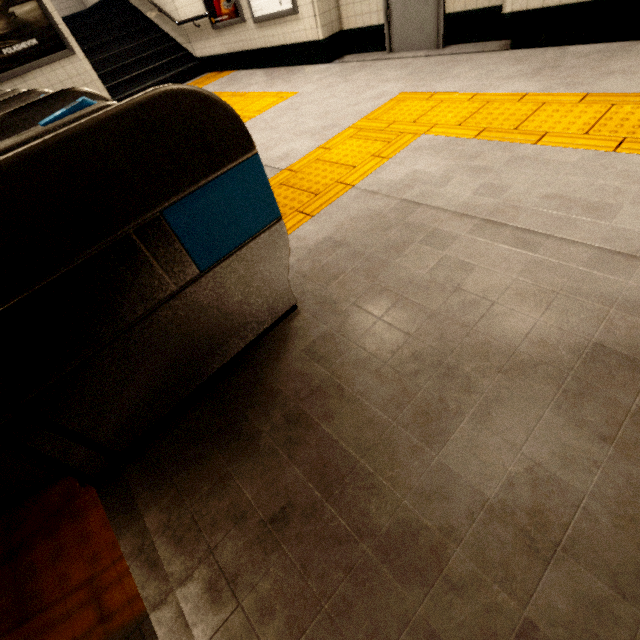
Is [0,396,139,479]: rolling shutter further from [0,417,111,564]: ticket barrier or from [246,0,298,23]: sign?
[246,0,298,23]: sign

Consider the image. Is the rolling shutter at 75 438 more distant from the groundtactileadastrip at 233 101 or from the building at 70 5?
the building at 70 5

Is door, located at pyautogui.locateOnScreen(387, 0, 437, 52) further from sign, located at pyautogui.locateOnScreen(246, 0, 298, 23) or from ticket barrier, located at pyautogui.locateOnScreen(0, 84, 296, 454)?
ticket barrier, located at pyautogui.locateOnScreen(0, 84, 296, 454)

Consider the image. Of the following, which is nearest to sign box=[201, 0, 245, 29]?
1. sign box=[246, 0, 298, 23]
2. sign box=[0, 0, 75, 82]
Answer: sign box=[246, 0, 298, 23]

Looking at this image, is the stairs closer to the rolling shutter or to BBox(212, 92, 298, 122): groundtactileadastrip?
BBox(212, 92, 298, 122): groundtactileadastrip

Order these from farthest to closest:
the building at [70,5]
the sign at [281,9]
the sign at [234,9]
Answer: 1. the building at [70,5]
2. the sign at [234,9]
3. the sign at [281,9]

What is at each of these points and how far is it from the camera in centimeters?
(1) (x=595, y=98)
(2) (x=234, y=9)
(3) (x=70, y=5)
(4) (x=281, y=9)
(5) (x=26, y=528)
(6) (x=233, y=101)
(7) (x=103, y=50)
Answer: (1) groundtactileadastrip, 245cm
(2) sign, 600cm
(3) building, 1025cm
(4) sign, 528cm
(5) ticket barrier, 125cm
(6) groundtactileadastrip, 535cm
(7) stairs, 796cm

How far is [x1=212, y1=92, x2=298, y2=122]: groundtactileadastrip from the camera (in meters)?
4.57
